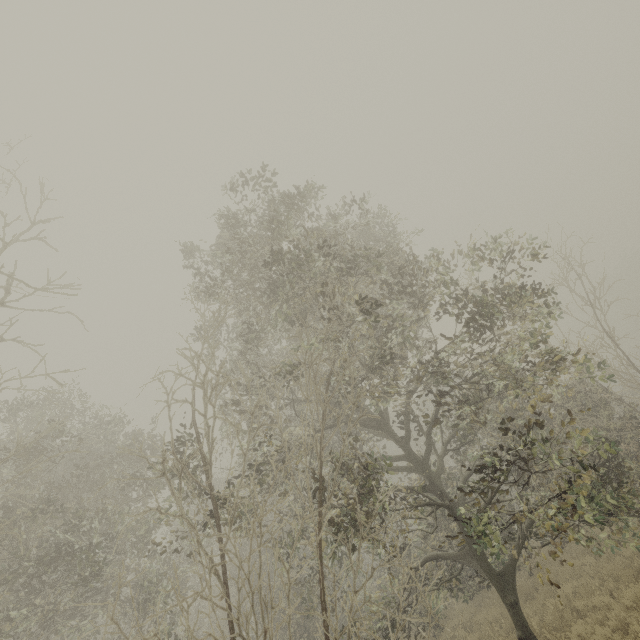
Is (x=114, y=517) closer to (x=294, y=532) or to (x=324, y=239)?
(x=294, y=532)
